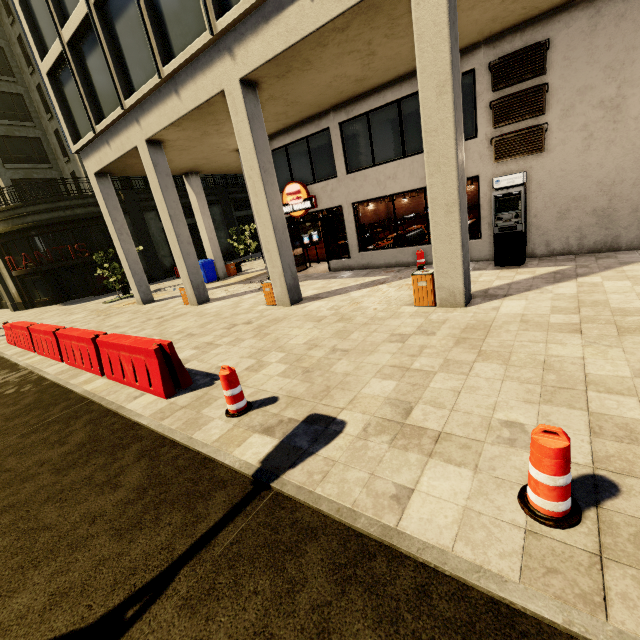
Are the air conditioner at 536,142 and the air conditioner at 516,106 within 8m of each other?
yes

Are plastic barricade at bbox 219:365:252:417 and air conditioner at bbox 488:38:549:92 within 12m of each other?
yes

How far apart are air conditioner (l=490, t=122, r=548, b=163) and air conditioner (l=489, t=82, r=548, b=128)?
0.2 meters

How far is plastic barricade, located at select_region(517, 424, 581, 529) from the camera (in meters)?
2.21

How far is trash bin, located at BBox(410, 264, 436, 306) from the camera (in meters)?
7.16

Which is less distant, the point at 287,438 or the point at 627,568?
the point at 627,568

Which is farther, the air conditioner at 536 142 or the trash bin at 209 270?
the trash bin at 209 270

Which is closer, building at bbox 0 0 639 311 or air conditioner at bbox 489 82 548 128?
building at bbox 0 0 639 311
